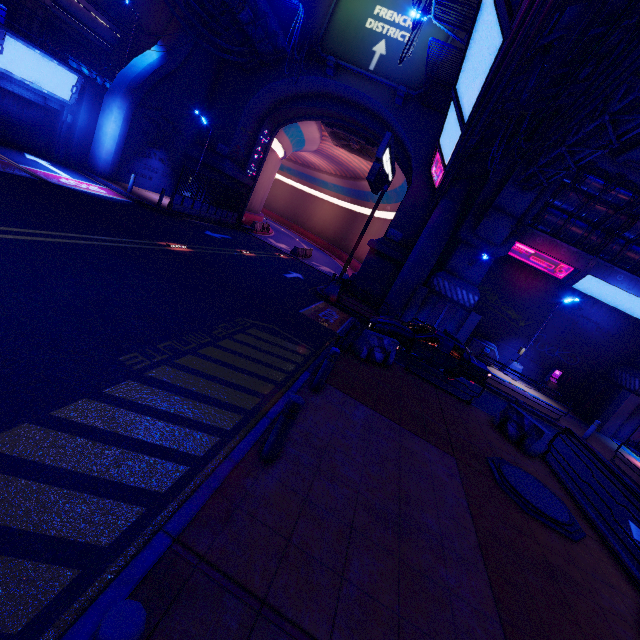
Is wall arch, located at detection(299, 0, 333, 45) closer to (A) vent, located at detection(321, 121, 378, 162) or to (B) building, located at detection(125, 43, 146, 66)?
(B) building, located at detection(125, 43, 146, 66)

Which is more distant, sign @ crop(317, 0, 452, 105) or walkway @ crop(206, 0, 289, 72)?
sign @ crop(317, 0, 452, 105)

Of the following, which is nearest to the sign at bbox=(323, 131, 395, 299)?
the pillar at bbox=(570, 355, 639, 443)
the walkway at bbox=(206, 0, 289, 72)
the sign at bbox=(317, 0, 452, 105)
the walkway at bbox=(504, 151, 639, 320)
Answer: the sign at bbox=(317, 0, 452, 105)

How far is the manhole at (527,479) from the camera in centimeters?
661cm

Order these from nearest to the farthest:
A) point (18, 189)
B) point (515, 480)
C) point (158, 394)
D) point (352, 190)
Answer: point (158, 394)
point (515, 480)
point (18, 189)
point (352, 190)

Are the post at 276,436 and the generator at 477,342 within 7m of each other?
no

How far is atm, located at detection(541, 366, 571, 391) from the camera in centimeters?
2105cm

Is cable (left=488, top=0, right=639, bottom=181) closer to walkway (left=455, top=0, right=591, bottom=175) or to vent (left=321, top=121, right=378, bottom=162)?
walkway (left=455, top=0, right=591, bottom=175)
